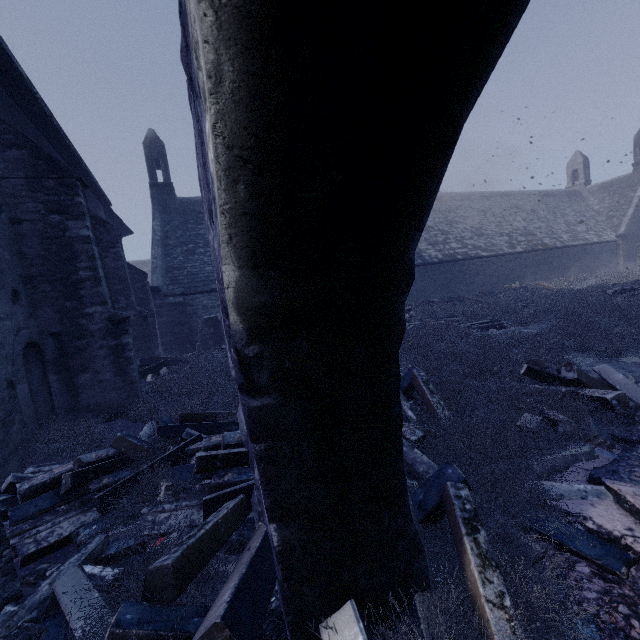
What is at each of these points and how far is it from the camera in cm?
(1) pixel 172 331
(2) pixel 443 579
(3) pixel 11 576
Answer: (1) building, 1439
(2) instancedfoliageactor, 195
(3) building, 238

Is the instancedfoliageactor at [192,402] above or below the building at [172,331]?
below

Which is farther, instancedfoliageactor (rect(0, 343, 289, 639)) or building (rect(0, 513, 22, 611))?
building (rect(0, 513, 22, 611))

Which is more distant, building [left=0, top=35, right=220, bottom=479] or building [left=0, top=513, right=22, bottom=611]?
building [left=0, top=35, right=220, bottom=479]

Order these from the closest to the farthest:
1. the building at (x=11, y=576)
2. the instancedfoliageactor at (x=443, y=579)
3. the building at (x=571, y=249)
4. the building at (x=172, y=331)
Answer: the instancedfoliageactor at (x=443, y=579) → the building at (x=11, y=576) → the building at (x=172, y=331) → the building at (x=571, y=249)
